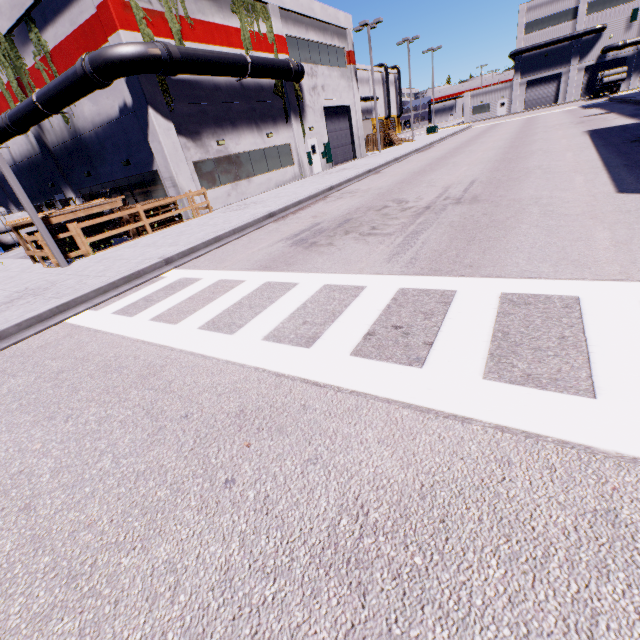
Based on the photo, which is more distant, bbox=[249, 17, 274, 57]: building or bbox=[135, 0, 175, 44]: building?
bbox=[249, 17, 274, 57]: building

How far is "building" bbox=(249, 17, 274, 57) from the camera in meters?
19.1 m

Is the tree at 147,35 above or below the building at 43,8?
below

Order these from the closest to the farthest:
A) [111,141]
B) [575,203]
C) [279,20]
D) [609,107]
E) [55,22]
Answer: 1. [575,203]
2. [55,22]
3. [111,141]
4. [279,20]
5. [609,107]

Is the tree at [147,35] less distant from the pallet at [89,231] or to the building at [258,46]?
the building at [258,46]

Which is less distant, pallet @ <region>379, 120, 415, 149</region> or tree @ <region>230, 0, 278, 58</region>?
tree @ <region>230, 0, 278, 58</region>

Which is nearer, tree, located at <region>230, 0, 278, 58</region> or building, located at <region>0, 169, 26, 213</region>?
tree, located at <region>230, 0, 278, 58</region>

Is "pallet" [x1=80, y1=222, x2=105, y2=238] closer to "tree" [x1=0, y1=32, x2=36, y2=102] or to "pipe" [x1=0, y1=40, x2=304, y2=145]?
"pipe" [x1=0, y1=40, x2=304, y2=145]
